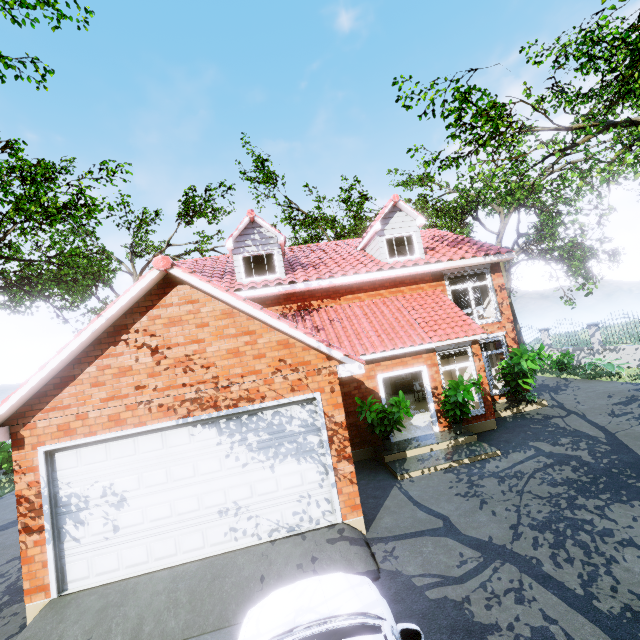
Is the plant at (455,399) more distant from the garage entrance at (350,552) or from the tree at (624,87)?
the tree at (624,87)

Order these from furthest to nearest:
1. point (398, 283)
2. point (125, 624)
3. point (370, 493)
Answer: point (398, 283)
point (370, 493)
point (125, 624)

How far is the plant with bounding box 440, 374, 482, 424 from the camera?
9.5m

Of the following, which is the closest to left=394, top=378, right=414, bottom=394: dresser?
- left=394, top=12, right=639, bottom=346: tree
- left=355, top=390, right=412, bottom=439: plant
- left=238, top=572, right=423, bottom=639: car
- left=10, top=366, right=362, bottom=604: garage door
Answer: left=355, top=390, right=412, bottom=439: plant

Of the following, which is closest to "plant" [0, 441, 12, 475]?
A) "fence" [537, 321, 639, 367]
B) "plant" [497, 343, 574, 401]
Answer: "plant" [497, 343, 574, 401]

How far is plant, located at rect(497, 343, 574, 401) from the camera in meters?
11.8

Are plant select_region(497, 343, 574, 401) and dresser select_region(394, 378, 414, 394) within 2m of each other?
no

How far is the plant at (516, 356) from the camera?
11.8 meters
